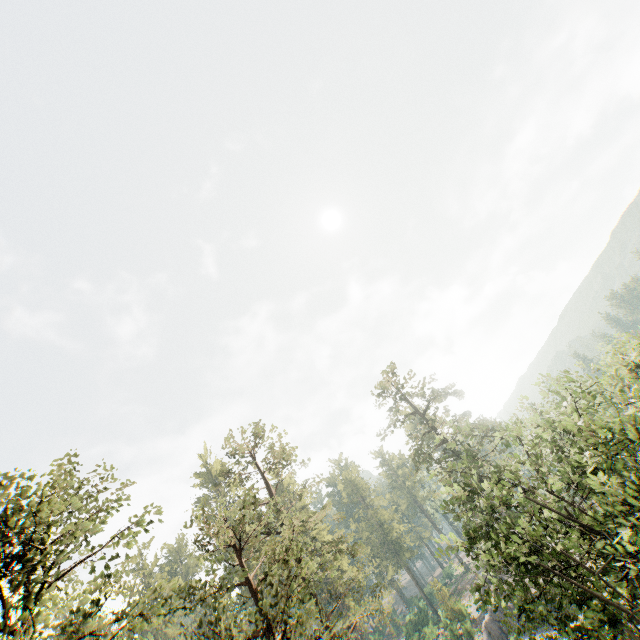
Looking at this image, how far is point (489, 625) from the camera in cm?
3634

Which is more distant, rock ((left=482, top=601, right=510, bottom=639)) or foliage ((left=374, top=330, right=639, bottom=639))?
rock ((left=482, top=601, right=510, bottom=639))

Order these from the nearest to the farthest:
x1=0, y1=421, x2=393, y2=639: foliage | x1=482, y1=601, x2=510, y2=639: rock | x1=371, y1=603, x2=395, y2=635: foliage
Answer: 1. x1=0, y1=421, x2=393, y2=639: foliage
2. x1=371, y1=603, x2=395, y2=635: foliage
3. x1=482, y1=601, x2=510, y2=639: rock

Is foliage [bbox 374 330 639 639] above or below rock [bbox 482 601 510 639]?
above

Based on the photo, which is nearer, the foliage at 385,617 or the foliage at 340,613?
the foliage at 340,613

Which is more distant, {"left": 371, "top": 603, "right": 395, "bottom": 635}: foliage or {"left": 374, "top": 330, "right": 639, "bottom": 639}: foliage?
{"left": 371, "top": 603, "right": 395, "bottom": 635}: foliage
